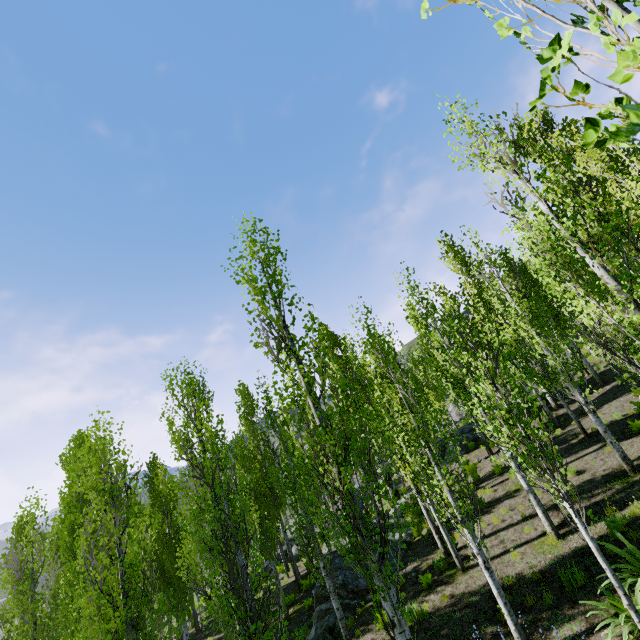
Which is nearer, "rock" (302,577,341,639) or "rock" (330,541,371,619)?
"rock" (302,577,341,639)

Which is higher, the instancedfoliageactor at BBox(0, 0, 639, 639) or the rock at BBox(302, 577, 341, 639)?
the instancedfoliageactor at BBox(0, 0, 639, 639)

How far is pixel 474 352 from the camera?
7.1m

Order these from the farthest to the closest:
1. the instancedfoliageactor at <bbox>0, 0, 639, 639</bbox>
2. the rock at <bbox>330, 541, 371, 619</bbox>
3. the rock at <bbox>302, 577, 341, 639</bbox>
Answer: the rock at <bbox>330, 541, 371, 619</bbox>
the rock at <bbox>302, 577, 341, 639</bbox>
the instancedfoliageactor at <bbox>0, 0, 639, 639</bbox>

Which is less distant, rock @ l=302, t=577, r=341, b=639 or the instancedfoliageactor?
the instancedfoliageactor

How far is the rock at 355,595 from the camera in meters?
12.8

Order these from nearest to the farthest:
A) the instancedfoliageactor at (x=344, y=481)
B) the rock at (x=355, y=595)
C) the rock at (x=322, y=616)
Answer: the instancedfoliageactor at (x=344, y=481) < the rock at (x=322, y=616) < the rock at (x=355, y=595)
